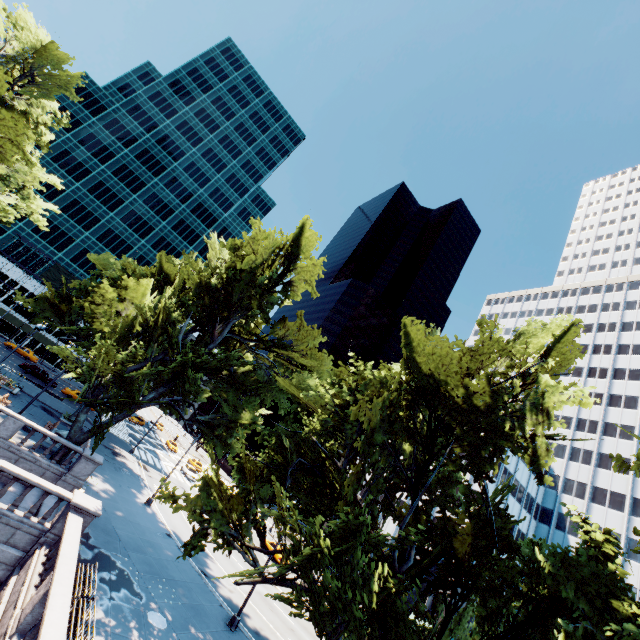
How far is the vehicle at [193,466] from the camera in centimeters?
4784cm

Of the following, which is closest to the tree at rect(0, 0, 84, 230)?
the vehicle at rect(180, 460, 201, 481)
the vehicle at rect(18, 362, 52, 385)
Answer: the vehicle at rect(18, 362, 52, 385)

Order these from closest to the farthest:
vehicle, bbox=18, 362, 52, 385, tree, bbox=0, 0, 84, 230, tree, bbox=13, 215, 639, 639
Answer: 1. tree, bbox=13, 215, 639, 639
2. tree, bbox=0, 0, 84, 230
3. vehicle, bbox=18, 362, 52, 385

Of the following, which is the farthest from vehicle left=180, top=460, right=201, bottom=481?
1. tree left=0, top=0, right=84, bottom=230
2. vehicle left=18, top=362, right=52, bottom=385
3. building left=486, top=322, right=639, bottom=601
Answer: building left=486, top=322, right=639, bottom=601

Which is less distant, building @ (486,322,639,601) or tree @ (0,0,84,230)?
tree @ (0,0,84,230)

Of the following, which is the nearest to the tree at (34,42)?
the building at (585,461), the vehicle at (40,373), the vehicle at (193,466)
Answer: the building at (585,461)

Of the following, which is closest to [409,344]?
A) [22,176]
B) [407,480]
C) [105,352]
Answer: [407,480]

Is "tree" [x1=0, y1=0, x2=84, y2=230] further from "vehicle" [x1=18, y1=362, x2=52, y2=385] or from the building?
"vehicle" [x1=18, y1=362, x2=52, y2=385]
